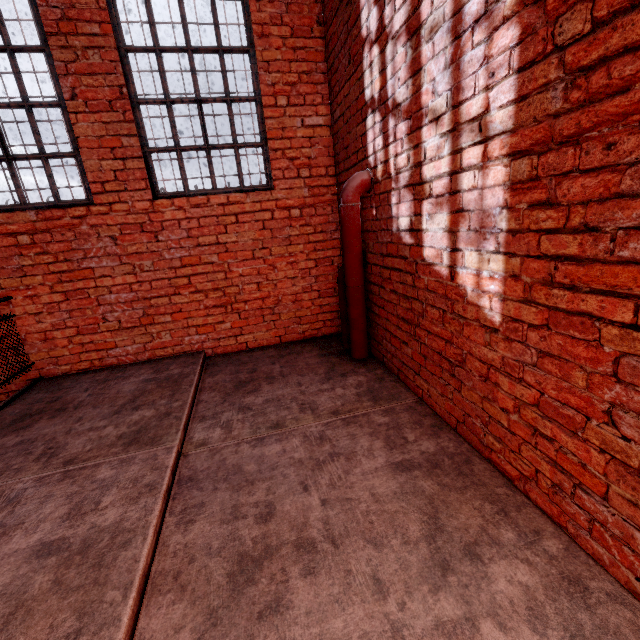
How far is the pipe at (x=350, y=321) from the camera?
3.0m

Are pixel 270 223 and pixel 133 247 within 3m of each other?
Answer: yes

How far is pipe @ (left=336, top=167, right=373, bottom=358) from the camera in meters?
3.0 m

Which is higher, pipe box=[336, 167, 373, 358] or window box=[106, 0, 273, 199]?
window box=[106, 0, 273, 199]

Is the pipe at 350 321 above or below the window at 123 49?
below
